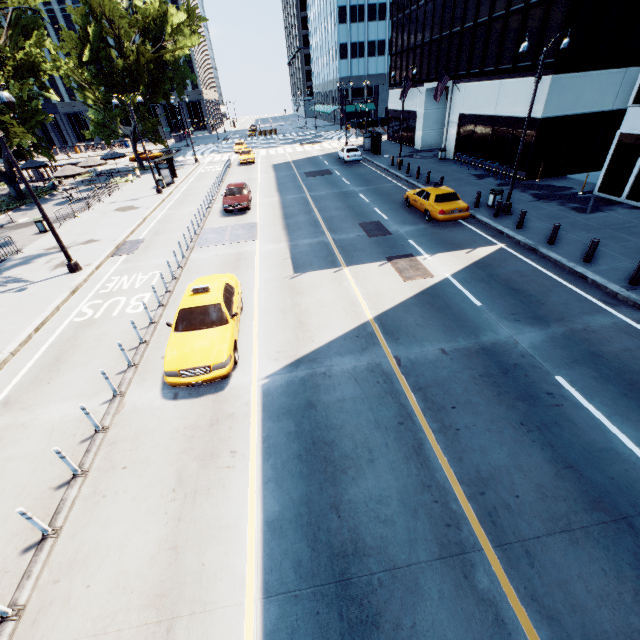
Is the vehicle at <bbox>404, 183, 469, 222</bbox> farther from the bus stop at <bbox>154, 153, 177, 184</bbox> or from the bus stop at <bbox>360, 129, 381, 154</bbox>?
the bus stop at <bbox>154, 153, 177, 184</bbox>

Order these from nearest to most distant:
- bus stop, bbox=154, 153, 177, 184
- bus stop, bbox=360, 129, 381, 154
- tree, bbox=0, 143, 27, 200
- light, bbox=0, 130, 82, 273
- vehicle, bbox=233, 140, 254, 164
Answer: light, bbox=0, 130, 82, 273 → tree, bbox=0, 143, 27, 200 → bus stop, bbox=154, 153, 177, 184 → bus stop, bbox=360, 129, 381, 154 → vehicle, bbox=233, 140, 254, 164

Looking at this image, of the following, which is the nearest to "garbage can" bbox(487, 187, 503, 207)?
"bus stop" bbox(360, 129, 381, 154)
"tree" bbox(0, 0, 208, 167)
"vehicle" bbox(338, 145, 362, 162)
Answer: "vehicle" bbox(338, 145, 362, 162)

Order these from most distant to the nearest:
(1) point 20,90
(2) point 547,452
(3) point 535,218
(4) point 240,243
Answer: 1. (1) point 20,90
2. (4) point 240,243
3. (3) point 535,218
4. (2) point 547,452

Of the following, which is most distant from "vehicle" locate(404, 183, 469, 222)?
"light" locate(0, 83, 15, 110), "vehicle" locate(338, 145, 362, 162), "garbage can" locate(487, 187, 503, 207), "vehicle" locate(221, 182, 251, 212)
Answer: "light" locate(0, 83, 15, 110)

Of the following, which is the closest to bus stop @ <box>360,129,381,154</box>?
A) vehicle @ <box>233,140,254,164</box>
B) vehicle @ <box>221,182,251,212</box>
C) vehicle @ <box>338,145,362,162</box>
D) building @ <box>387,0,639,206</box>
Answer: vehicle @ <box>338,145,362,162</box>

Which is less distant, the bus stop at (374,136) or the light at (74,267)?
the light at (74,267)

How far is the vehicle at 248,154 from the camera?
38.8m
